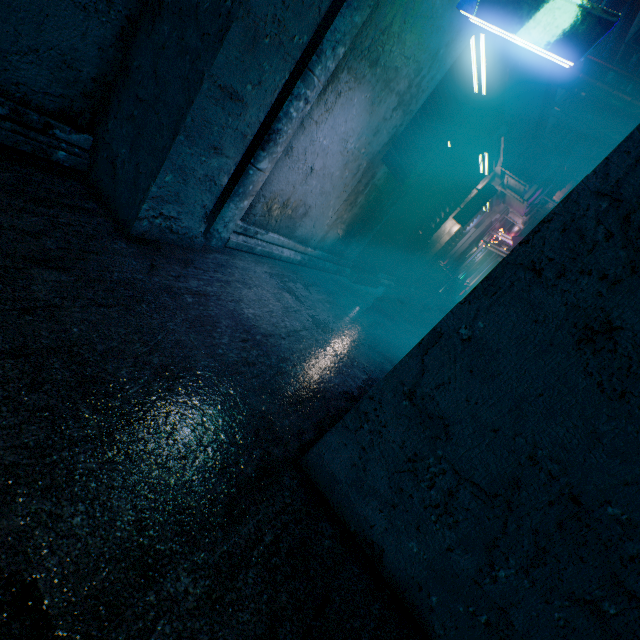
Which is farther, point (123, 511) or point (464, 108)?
point (464, 108)

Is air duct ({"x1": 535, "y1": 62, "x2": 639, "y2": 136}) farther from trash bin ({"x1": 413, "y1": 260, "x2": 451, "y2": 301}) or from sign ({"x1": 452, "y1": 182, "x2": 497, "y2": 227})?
trash bin ({"x1": 413, "y1": 260, "x2": 451, "y2": 301})

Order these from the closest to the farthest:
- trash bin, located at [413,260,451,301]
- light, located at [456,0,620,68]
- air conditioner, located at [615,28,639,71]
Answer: light, located at [456,0,620,68] < trash bin, located at [413,260,451,301] < air conditioner, located at [615,28,639,71]

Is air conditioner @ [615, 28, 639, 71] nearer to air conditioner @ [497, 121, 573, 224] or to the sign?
air conditioner @ [497, 121, 573, 224]

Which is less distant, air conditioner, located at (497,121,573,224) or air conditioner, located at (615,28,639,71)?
air conditioner, located at (497,121,573,224)

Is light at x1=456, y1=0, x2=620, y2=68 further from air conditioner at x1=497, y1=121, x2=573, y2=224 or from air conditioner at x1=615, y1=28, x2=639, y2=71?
air conditioner at x1=615, y1=28, x2=639, y2=71

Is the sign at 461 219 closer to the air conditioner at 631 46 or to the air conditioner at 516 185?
the air conditioner at 516 185

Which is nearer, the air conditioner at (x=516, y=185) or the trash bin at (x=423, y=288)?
the air conditioner at (x=516, y=185)
